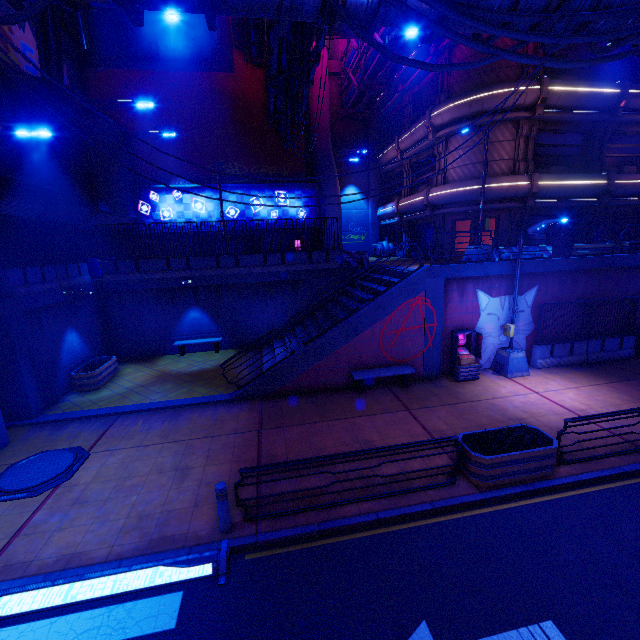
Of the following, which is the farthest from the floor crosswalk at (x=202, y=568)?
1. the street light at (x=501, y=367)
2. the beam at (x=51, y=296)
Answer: the street light at (x=501, y=367)

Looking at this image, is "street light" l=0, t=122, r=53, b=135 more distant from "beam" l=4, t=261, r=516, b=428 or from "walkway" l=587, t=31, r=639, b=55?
"beam" l=4, t=261, r=516, b=428

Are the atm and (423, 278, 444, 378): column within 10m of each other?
yes

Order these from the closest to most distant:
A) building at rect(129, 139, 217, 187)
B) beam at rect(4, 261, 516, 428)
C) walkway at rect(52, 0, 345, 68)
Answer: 1. walkway at rect(52, 0, 345, 68)
2. beam at rect(4, 261, 516, 428)
3. building at rect(129, 139, 217, 187)

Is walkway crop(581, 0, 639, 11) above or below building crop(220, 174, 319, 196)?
above

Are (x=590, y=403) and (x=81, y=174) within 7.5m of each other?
no

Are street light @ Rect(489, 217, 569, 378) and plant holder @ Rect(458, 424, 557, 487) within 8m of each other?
yes

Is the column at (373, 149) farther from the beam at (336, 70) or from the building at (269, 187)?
the building at (269, 187)
